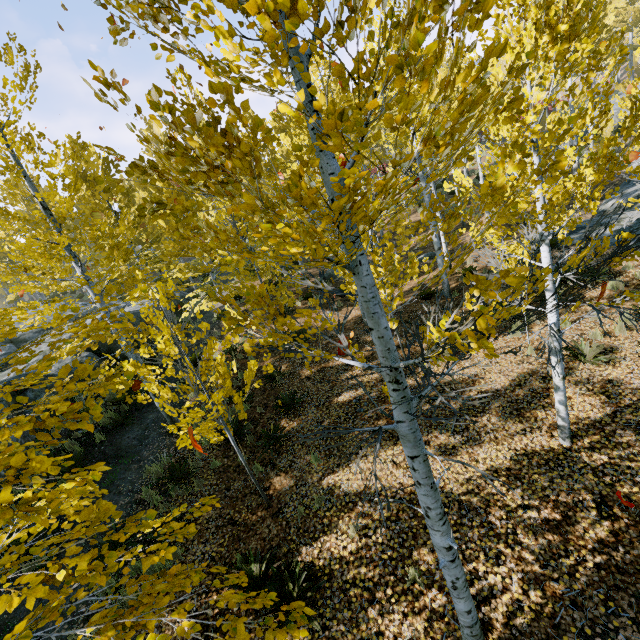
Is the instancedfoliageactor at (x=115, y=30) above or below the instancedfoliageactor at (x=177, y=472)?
above

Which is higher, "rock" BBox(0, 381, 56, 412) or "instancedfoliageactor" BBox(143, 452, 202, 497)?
"rock" BBox(0, 381, 56, 412)

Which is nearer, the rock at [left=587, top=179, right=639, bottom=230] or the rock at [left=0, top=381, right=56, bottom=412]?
the rock at [left=0, top=381, right=56, bottom=412]

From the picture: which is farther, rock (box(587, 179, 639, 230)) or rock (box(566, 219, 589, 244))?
rock (box(587, 179, 639, 230))

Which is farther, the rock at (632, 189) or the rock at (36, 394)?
the rock at (632, 189)

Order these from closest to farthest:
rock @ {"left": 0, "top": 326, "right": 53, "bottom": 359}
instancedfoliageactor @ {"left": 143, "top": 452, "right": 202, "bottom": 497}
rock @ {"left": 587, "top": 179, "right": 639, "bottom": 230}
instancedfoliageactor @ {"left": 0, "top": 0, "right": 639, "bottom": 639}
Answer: instancedfoliageactor @ {"left": 0, "top": 0, "right": 639, "bottom": 639} < instancedfoliageactor @ {"left": 143, "top": 452, "right": 202, "bottom": 497} < rock @ {"left": 587, "top": 179, "right": 639, "bottom": 230} < rock @ {"left": 0, "top": 326, "right": 53, "bottom": 359}

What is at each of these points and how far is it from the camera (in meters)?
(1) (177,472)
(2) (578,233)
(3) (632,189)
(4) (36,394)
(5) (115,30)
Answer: (1) instancedfoliageactor, 7.80
(2) rock, 12.39
(3) rock, 13.98
(4) rock, 10.14
(5) instancedfoliageactor, 1.75

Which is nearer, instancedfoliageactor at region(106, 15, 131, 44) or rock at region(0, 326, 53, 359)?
instancedfoliageactor at region(106, 15, 131, 44)
